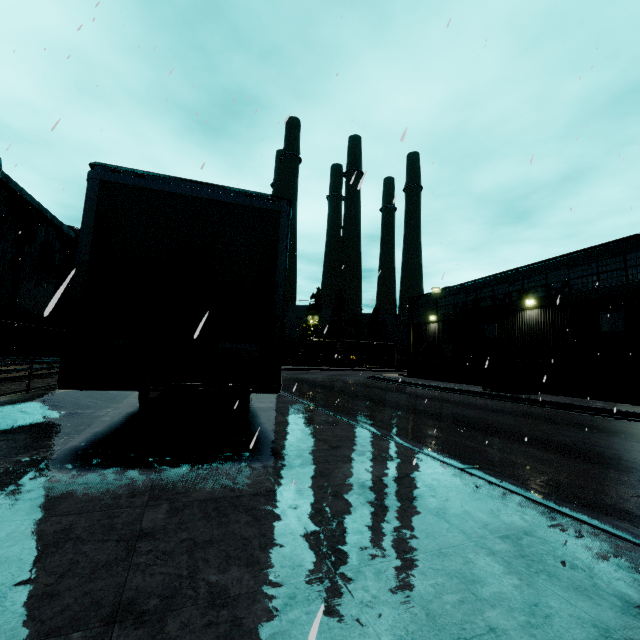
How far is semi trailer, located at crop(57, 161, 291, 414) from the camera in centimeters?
393cm

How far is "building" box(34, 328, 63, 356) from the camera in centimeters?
3638cm

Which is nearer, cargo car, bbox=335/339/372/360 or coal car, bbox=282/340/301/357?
coal car, bbox=282/340/301/357

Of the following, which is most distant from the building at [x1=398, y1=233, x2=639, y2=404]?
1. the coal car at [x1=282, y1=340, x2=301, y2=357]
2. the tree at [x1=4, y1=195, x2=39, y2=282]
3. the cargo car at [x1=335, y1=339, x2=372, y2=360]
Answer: the cargo car at [x1=335, y1=339, x2=372, y2=360]

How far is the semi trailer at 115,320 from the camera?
3.9 meters

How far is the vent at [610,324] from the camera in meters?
15.4

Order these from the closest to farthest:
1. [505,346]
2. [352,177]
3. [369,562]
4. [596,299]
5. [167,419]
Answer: [369,562], [352,177], [167,419], [596,299], [505,346]

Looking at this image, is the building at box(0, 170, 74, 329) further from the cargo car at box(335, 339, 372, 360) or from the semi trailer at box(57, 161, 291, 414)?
the cargo car at box(335, 339, 372, 360)
